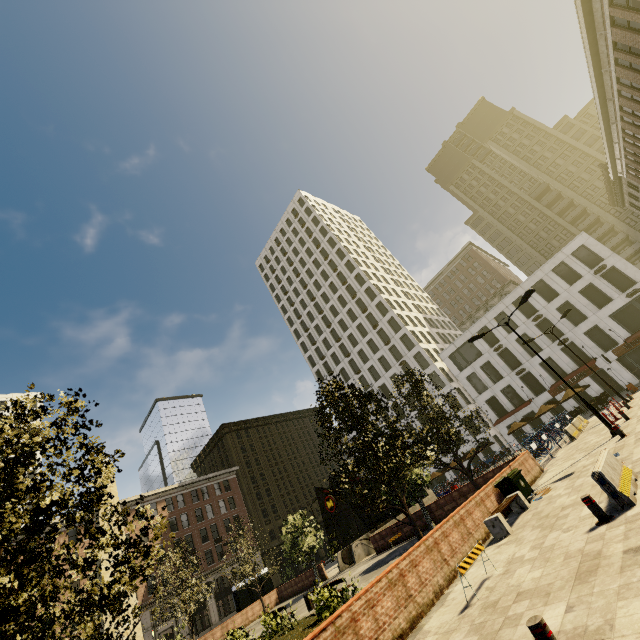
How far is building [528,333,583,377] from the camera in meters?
38.7

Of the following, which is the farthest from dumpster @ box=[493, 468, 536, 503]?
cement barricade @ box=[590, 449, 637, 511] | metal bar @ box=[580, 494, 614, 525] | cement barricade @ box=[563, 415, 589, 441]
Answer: cement barricade @ box=[563, 415, 589, 441]

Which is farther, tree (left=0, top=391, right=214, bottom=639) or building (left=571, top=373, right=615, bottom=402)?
building (left=571, top=373, right=615, bottom=402)

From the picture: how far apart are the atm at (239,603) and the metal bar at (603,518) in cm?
3474

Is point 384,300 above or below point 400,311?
above

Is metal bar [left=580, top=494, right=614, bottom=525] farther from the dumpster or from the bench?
the dumpster

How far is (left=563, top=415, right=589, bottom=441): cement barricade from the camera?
22.4m

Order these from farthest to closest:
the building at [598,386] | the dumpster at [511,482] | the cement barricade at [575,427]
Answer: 1. the building at [598,386]
2. the cement barricade at [575,427]
3. the dumpster at [511,482]
